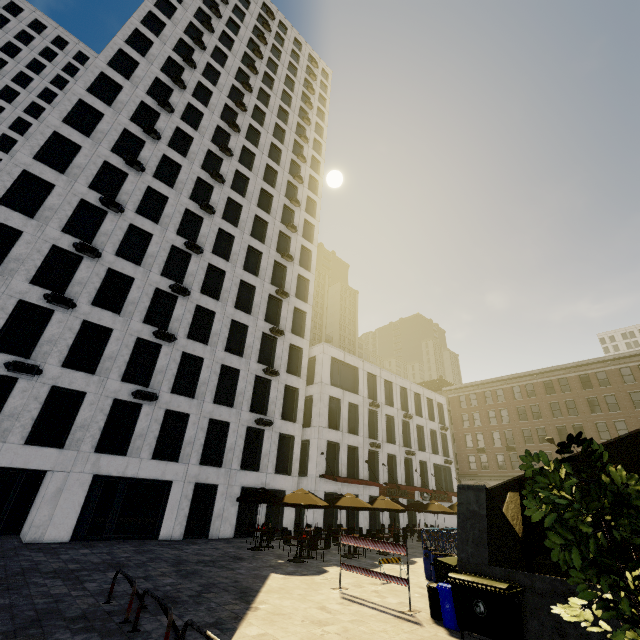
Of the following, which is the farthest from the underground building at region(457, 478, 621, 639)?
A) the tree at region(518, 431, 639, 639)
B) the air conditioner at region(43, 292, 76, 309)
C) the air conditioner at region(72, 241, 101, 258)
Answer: the air conditioner at region(72, 241, 101, 258)

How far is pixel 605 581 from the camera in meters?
2.7

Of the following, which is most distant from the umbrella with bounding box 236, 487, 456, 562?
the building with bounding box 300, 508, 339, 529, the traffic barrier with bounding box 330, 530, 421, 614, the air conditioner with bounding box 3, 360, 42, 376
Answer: the air conditioner with bounding box 3, 360, 42, 376

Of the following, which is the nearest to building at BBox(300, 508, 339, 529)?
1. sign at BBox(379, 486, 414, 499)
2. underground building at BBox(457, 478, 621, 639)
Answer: sign at BBox(379, 486, 414, 499)

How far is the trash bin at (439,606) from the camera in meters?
7.8 m

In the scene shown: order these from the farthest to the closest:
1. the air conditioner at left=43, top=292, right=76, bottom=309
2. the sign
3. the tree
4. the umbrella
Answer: the sign → the air conditioner at left=43, top=292, right=76, bottom=309 → the umbrella → the tree

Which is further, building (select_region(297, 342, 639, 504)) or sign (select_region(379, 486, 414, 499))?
sign (select_region(379, 486, 414, 499))

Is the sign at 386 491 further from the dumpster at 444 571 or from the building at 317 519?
the dumpster at 444 571
